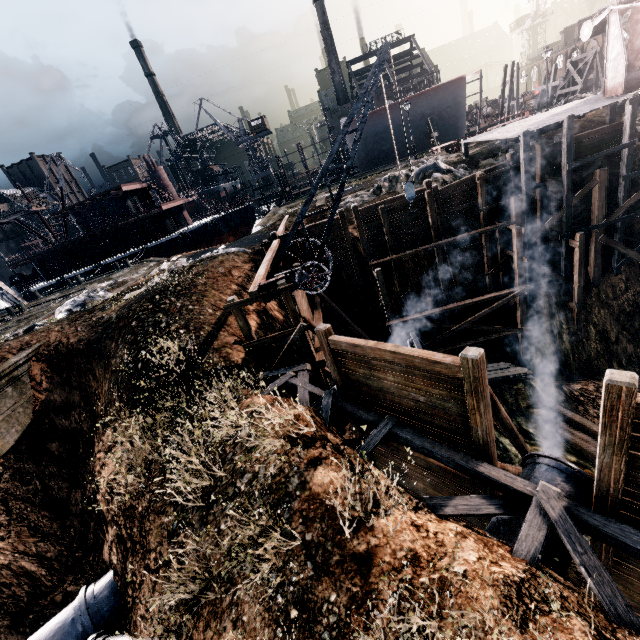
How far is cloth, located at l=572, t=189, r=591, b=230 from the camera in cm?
1911

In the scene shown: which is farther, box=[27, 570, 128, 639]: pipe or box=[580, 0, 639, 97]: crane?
box=[580, 0, 639, 97]: crane

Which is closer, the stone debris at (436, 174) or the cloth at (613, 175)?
the cloth at (613, 175)

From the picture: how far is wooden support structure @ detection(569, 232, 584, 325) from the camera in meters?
19.2

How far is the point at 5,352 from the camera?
15.52m

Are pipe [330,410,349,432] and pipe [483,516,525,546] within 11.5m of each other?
yes

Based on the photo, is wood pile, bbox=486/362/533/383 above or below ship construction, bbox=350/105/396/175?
below

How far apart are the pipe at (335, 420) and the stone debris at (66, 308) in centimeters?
1499cm
